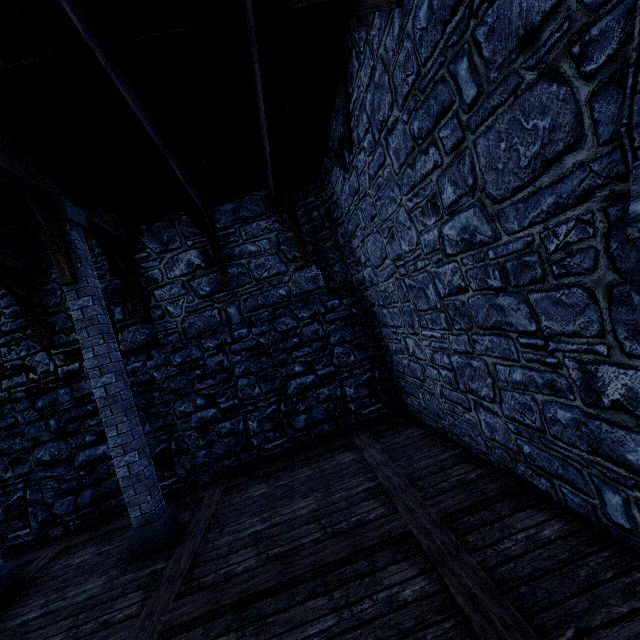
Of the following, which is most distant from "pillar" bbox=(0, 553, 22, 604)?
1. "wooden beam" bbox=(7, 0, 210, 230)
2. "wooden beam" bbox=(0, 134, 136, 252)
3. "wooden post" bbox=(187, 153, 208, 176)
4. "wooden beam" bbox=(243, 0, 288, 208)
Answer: "wooden beam" bbox=(243, 0, 288, 208)

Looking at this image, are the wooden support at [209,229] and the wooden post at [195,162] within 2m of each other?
yes

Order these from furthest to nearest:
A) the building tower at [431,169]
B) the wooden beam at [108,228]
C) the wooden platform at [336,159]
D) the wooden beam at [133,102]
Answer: the wooden platform at [336,159]
the wooden beam at [108,228]
the wooden beam at [133,102]
the building tower at [431,169]

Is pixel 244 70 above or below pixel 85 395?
above

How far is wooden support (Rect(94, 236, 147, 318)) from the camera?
6.5 meters

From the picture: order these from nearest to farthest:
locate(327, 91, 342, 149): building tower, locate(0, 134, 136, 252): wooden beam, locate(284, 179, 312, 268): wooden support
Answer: locate(0, 134, 136, 252): wooden beam, locate(327, 91, 342, 149): building tower, locate(284, 179, 312, 268): wooden support

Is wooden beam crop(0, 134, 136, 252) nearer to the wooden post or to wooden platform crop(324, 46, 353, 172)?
the wooden post

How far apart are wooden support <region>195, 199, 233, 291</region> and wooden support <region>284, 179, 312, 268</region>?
1.69m
